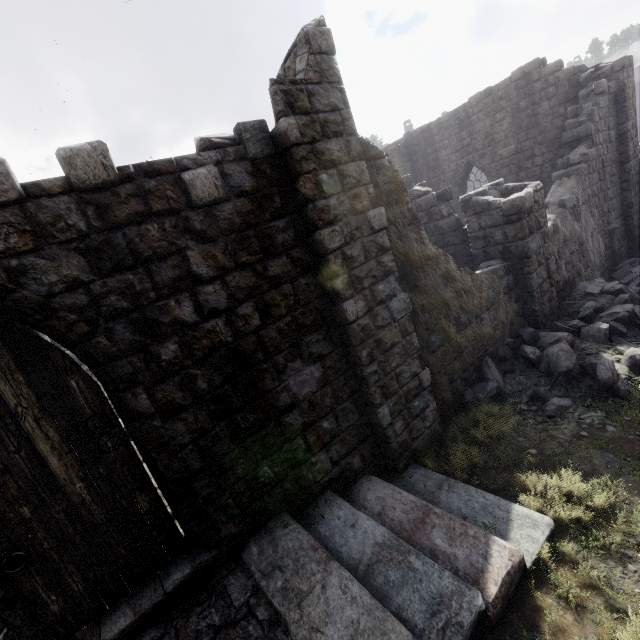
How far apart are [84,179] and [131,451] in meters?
3.0 m

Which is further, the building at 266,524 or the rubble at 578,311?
the rubble at 578,311

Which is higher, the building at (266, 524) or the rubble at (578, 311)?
the building at (266, 524)

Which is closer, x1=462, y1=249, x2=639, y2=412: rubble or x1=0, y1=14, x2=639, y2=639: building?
x1=0, y1=14, x2=639, y2=639: building

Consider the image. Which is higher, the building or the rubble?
the building
